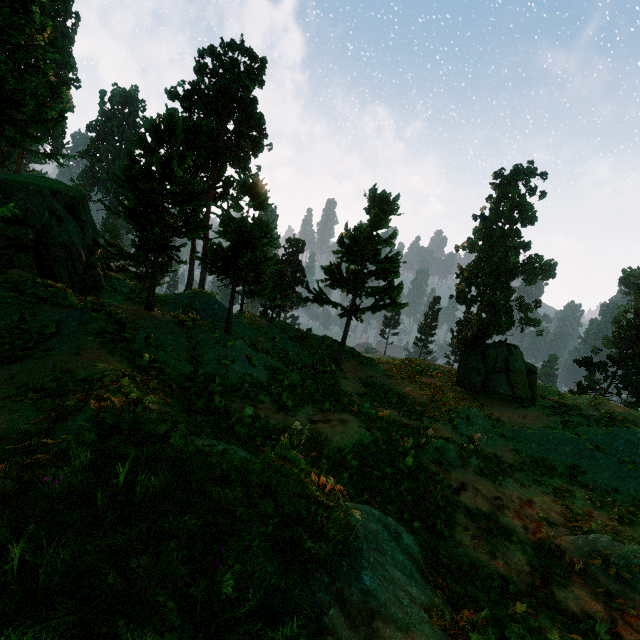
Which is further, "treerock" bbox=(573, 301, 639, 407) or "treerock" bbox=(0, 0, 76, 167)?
"treerock" bbox=(573, 301, 639, 407)

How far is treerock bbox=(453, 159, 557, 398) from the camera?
20.34m

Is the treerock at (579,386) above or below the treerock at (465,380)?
below

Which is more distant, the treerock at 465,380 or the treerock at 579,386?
the treerock at 579,386

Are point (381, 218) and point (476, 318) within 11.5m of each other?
yes
